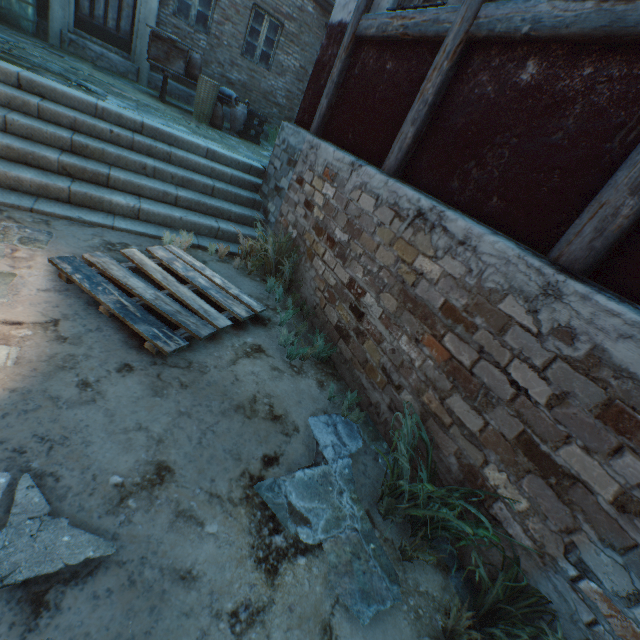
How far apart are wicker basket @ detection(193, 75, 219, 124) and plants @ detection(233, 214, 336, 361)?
4.99m

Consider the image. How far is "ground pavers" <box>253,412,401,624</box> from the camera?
1.88m

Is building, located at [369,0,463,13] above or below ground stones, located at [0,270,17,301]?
above

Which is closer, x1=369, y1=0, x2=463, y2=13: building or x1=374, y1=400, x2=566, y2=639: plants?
x1=374, y1=400, x2=566, y2=639: plants

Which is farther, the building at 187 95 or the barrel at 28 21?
the building at 187 95

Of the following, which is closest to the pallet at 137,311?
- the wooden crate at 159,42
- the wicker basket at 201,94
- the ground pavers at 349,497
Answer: the ground pavers at 349,497

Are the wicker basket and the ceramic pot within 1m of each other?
yes

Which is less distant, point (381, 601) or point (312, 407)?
point (381, 601)
